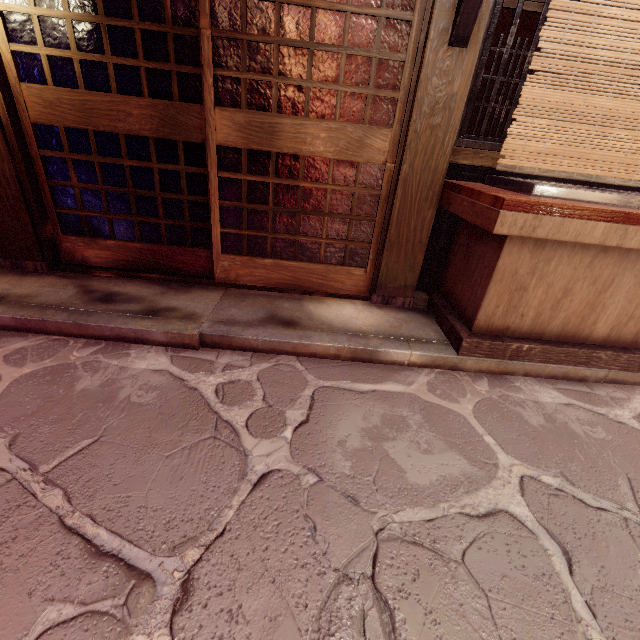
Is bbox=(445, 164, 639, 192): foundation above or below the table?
above

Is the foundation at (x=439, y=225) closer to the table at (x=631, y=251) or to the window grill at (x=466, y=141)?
the table at (x=631, y=251)

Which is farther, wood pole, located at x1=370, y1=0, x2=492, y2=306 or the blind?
wood pole, located at x1=370, y1=0, x2=492, y2=306

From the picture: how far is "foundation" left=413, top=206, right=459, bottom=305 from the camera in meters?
6.1 m

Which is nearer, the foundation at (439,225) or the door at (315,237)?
the door at (315,237)

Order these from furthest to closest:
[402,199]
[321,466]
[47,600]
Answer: [402,199], [321,466], [47,600]

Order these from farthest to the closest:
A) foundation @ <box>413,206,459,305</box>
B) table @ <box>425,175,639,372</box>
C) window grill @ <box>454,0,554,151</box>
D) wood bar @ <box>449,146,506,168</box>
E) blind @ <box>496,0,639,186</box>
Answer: foundation @ <box>413,206,459,305</box> → wood bar @ <box>449,146,506,168</box> → window grill @ <box>454,0,554,151</box> → table @ <box>425,175,639,372</box> → blind @ <box>496,0,639,186</box>

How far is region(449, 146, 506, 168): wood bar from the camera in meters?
5.3 m
